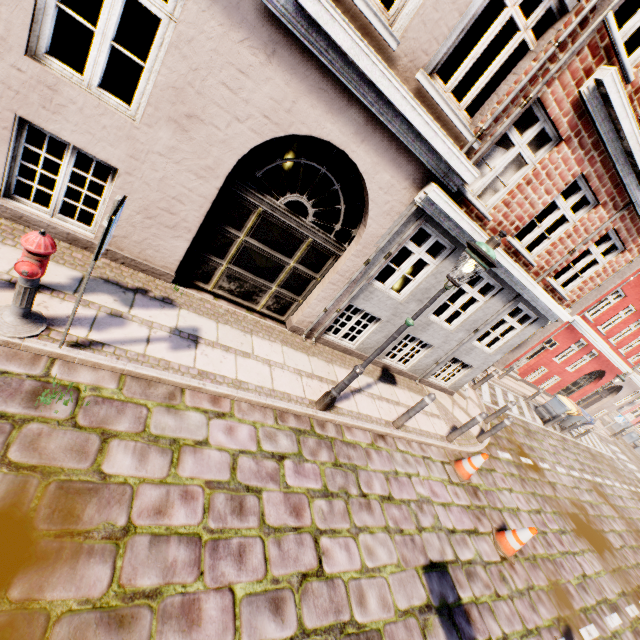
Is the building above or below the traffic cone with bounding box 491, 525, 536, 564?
above

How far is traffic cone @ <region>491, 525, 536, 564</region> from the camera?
6.1m

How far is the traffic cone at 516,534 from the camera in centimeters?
608cm

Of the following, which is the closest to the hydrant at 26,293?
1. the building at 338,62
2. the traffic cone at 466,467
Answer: the building at 338,62

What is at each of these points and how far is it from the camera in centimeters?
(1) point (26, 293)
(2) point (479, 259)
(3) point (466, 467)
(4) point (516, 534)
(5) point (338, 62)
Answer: (1) hydrant, 324cm
(2) street light, 404cm
(3) traffic cone, 714cm
(4) traffic cone, 616cm
(5) building, 399cm

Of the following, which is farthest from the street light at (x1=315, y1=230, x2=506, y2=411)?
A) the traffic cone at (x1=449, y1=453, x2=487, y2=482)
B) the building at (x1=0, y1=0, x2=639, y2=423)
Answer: the traffic cone at (x1=449, y1=453, x2=487, y2=482)

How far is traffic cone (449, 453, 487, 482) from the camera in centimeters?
707cm

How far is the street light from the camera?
4.02m
